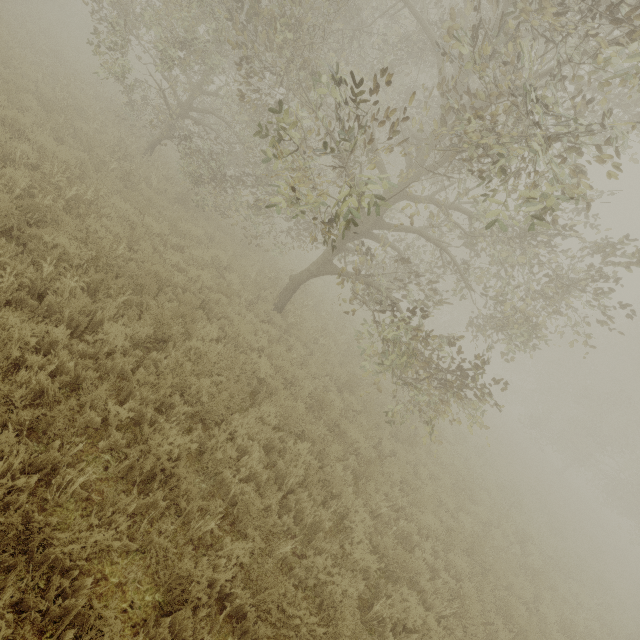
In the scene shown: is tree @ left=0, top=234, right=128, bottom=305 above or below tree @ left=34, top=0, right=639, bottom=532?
below

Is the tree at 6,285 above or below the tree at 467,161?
below

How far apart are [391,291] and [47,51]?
18.0 meters
